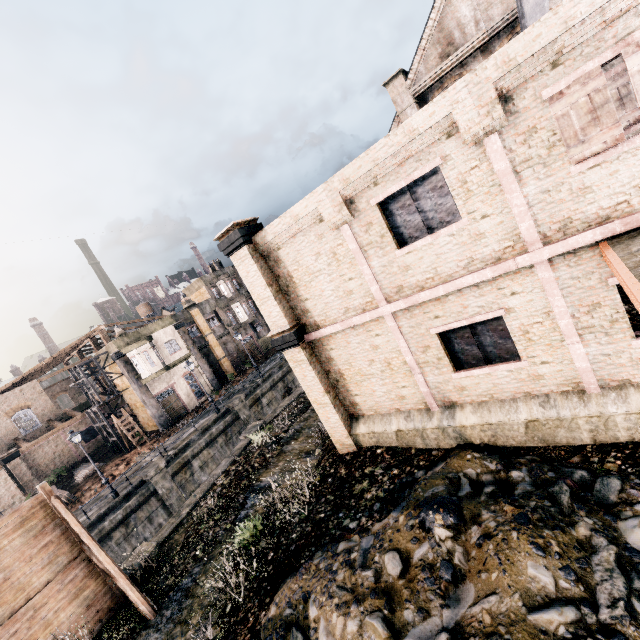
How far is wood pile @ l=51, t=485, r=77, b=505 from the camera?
26.31m

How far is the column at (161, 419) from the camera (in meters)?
32.88

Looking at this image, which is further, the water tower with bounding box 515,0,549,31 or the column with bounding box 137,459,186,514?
the column with bounding box 137,459,186,514

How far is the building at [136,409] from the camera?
35.8 meters

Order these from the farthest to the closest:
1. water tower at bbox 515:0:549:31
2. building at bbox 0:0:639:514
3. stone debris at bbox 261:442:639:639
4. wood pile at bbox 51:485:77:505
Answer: wood pile at bbox 51:485:77:505, water tower at bbox 515:0:549:31, building at bbox 0:0:639:514, stone debris at bbox 261:442:639:639

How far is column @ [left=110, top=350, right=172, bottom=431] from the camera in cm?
3288

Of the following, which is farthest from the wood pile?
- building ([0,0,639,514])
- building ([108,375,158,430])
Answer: building ([0,0,639,514])

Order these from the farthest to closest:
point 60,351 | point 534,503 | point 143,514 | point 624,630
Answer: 1. point 60,351
2. point 143,514
3. point 534,503
4. point 624,630
